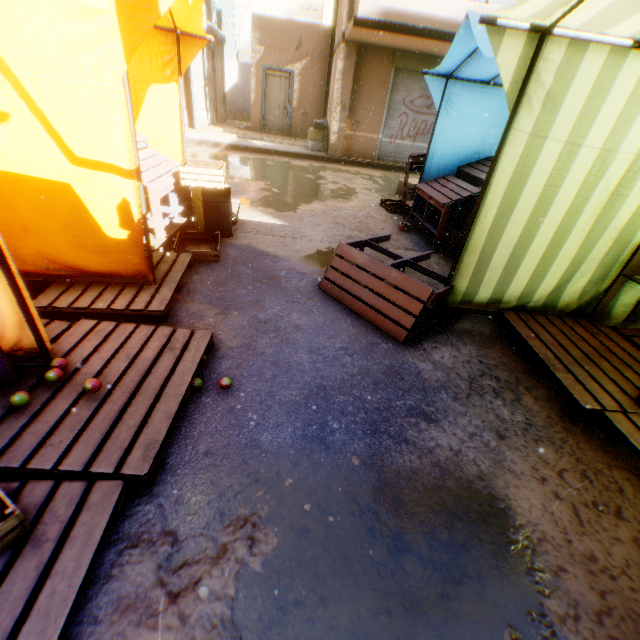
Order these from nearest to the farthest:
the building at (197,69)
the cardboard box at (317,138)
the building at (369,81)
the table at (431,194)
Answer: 1. the table at (431,194)
2. the building at (369,81)
3. the cardboard box at (317,138)
4. the building at (197,69)

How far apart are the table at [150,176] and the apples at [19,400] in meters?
2.6 m

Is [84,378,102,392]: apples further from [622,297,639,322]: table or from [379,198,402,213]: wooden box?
[379,198,402,213]: wooden box

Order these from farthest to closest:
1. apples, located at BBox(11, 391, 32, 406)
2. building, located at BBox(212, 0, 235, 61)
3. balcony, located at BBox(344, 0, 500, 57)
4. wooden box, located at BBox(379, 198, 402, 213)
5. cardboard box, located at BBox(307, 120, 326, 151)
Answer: building, located at BBox(212, 0, 235, 61)
cardboard box, located at BBox(307, 120, 326, 151)
balcony, located at BBox(344, 0, 500, 57)
wooden box, located at BBox(379, 198, 402, 213)
apples, located at BBox(11, 391, 32, 406)

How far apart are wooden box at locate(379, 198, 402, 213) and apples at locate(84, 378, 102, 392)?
6.1 meters

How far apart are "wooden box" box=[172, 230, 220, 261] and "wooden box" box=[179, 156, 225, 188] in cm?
57

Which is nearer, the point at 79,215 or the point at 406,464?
the point at 406,464

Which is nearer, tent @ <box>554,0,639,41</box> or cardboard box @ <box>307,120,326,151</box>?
tent @ <box>554,0,639,41</box>
